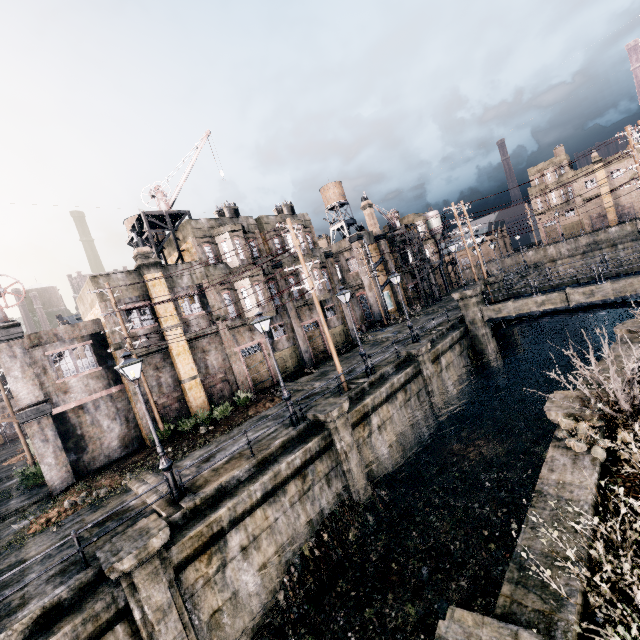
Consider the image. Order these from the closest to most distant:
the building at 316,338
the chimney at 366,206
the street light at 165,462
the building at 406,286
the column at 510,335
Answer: the street light at 165,462 < the building at 316,338 < the column at 510,335 < the chimney at 366,206 < the building at 406,286

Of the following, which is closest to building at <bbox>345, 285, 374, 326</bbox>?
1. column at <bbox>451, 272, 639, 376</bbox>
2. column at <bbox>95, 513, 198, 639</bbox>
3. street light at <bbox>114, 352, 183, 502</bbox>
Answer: column at <bbox>451, 272, 639, 376</bbox>

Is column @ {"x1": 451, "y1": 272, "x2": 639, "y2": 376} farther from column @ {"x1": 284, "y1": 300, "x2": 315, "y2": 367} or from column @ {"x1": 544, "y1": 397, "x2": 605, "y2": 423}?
column @ {"x1": 544, "y1": 397, "x2": 605, "y2": 423}

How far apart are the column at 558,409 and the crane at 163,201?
27.0m

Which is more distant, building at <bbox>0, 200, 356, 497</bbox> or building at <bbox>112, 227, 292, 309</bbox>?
building at <bbox>112, 227, 292, 309</bbox>

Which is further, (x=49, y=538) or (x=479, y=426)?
(x=479, y=426)

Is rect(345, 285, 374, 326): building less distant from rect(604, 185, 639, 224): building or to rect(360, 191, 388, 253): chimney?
rect(360, 191, 388, 253): chimney

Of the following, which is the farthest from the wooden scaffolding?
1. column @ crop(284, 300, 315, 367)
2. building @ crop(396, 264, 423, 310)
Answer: building @ crop(396, 264, 423, 310)
